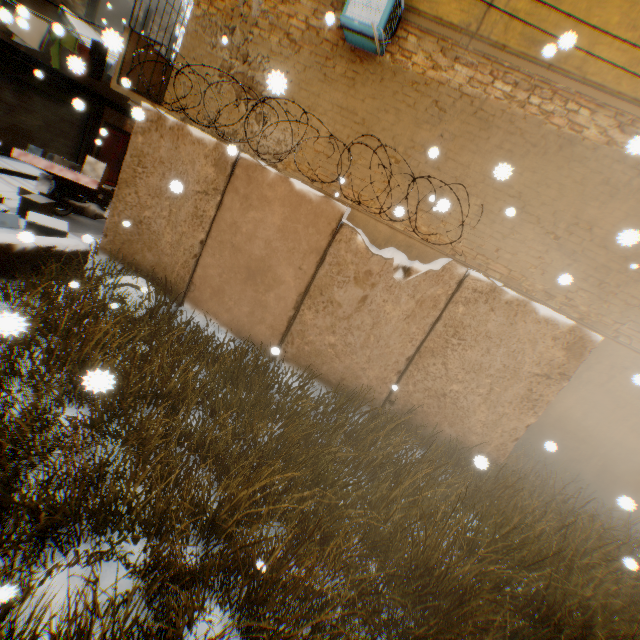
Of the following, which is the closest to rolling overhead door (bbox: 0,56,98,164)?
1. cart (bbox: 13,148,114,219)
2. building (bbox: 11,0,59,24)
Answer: building (bbox: 11,0,59,24)

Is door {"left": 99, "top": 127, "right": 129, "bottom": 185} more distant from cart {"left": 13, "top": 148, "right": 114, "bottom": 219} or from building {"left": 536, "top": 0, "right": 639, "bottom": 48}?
cart {"left": 13, "top": 148, "right": 114, "bottom": 219}

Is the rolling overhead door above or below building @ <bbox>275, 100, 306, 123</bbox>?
below

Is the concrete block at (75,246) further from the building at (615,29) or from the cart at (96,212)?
the cart at (96,212)

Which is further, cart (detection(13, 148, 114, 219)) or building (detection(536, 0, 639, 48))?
cart (detection(13, 148, 114, 219))

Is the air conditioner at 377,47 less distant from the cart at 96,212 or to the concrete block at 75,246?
the concrete block at 75,246

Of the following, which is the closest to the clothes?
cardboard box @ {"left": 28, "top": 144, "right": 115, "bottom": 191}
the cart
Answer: cardboard box @ {"left": 28, "top": 144, "right": 115, "bottom": 191}

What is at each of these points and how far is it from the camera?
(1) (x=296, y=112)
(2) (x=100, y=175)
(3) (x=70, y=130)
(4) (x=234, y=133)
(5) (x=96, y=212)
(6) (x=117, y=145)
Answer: (1) building, 6.84m
(2) cardboard box, 7.71m
(3) rolling overhead door, 12.40m
(4) building, 7.23m
(5) cart, 8.73m
(6) door, 14.16m
